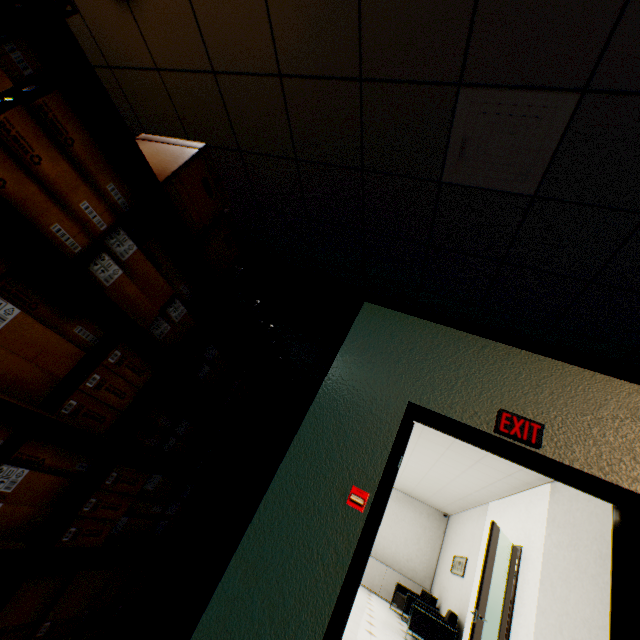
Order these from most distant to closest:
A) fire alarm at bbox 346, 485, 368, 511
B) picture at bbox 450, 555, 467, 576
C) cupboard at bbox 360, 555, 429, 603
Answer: cupboard at bbox 360, 555, 429, 603, picture at bbox 450, 555, 467, 576, fire alarm at bbox 346, 485, 368, 511

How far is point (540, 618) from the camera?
3.9 meters

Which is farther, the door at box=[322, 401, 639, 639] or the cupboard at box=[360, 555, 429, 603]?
the cupboard at box=[360, 555, 429, 603]

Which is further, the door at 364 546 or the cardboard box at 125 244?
the door at 364 546

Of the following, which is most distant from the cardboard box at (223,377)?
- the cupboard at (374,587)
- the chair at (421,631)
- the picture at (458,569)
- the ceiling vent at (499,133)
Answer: the cupboard at (374,587)

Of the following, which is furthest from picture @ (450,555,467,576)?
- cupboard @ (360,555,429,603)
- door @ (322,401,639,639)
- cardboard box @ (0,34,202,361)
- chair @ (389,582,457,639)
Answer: cardboard box @ (0,34,202,361)

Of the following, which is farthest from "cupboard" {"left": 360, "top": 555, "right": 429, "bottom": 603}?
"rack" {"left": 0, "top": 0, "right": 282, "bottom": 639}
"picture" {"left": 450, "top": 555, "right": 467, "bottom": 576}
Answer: "rack" {"left": 0, "top": 0, "right": 282, "bottom": 639}

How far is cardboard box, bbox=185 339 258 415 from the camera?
1.8m
